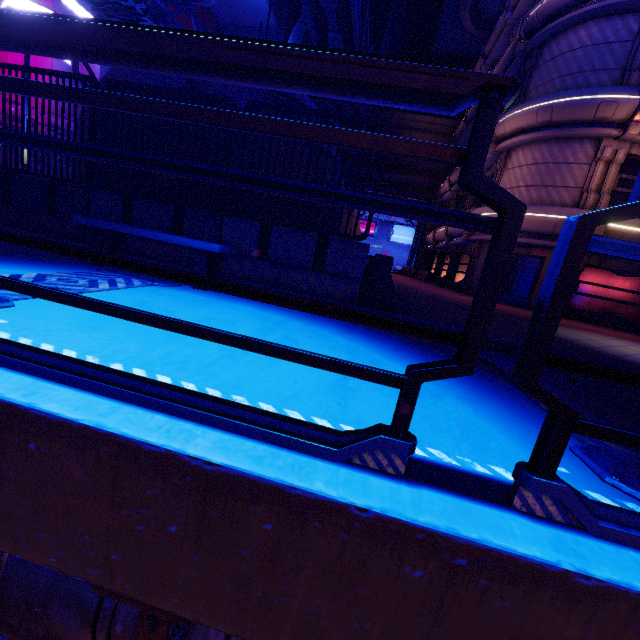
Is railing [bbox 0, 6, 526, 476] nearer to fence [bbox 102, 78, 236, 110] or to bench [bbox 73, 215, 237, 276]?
bench [bbox 73, 215, 237, 276]

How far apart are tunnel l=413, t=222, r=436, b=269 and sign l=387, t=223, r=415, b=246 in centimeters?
1629cm

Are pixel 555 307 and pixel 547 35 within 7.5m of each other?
no

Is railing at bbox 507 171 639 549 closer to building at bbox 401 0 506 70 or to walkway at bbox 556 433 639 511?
walkway at bbox 556 433 639 511

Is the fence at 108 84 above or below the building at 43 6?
below

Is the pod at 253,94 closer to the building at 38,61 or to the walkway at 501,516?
the walkway at 501,516

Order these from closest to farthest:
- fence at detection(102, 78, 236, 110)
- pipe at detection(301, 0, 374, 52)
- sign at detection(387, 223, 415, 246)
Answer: fence at detection(102, 78, 236, 110)
pipe at detection(301, 0, 374, 52)
sign at detection(387, 223, 415, 246)

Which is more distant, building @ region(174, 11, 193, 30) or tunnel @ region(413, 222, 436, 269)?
building @ region(174, 11, 193, 30)
